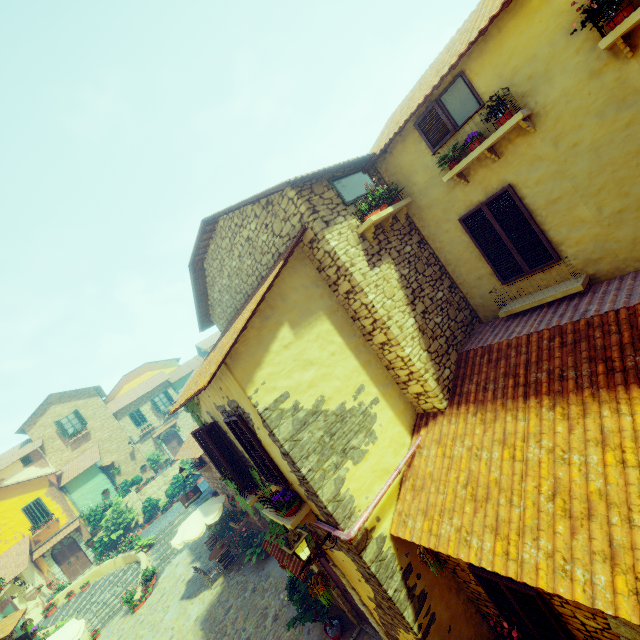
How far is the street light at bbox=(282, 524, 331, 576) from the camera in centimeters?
507cm

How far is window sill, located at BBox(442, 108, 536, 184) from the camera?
5.0m

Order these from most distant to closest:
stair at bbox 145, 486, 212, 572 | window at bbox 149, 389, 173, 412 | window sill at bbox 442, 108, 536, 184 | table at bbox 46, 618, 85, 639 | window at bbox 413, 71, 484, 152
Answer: window at bbox 149, 389, 173, 412 → stair at bbox 145, 486, 212, 572 → table at bbox 46, 618, 85, 639 → window at bbox 413, 71, 484, 152 → window sill at bbox 442, 108, 536, 184

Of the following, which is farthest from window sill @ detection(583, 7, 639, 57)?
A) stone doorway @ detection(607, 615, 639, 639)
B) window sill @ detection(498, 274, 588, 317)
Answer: stone doorway @ detection(607, 615, 639, 639)

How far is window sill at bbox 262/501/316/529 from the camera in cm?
570

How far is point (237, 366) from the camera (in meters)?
5.30

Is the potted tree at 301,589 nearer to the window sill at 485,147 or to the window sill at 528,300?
the window sill at 528,300

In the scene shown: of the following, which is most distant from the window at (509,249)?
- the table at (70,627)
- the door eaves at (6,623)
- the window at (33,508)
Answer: the window at (33,508)
